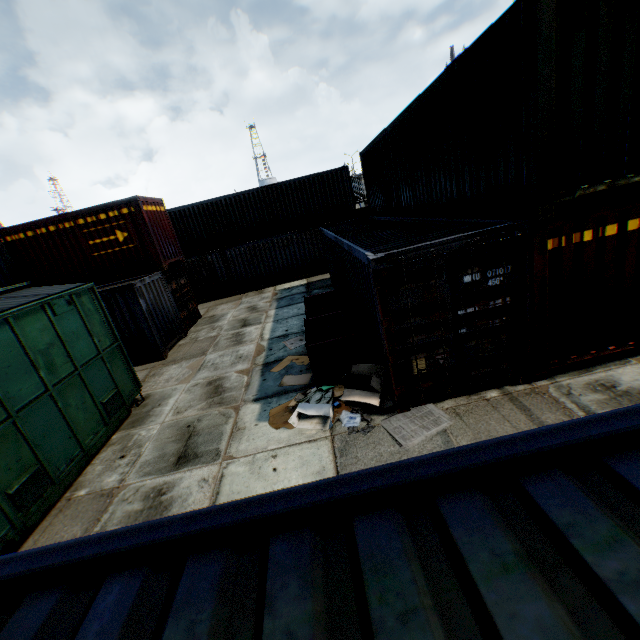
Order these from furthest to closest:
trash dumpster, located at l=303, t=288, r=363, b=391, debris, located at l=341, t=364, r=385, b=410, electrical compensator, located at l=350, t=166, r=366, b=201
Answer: electrical compensator, located at l=350, t=166, r=366, b=201 < trash dumpster, located at l=303, t=288, r=363, b=391 < debris, located at l=341, t=364, r=385, b=410

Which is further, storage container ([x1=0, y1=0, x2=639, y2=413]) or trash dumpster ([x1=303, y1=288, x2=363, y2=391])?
trash dumpster ([x1=303, y1=288, x2=363, y2=391])

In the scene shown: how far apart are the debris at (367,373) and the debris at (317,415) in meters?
0.3

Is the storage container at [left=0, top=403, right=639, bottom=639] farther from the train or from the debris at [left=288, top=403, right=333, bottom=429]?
the debris at [left=288, top=403, right=333, bottom=429]

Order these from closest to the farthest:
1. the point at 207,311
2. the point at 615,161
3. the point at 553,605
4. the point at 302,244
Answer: the point at 553,605 → the point at 615,161 → the point at 207,311 → the point at 302,244

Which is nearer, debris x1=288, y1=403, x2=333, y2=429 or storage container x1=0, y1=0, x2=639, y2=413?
storage container x1=0, y1=0, x2=639, y2=413

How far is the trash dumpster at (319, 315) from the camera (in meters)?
7.16

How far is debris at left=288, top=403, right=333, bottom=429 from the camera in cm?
625
